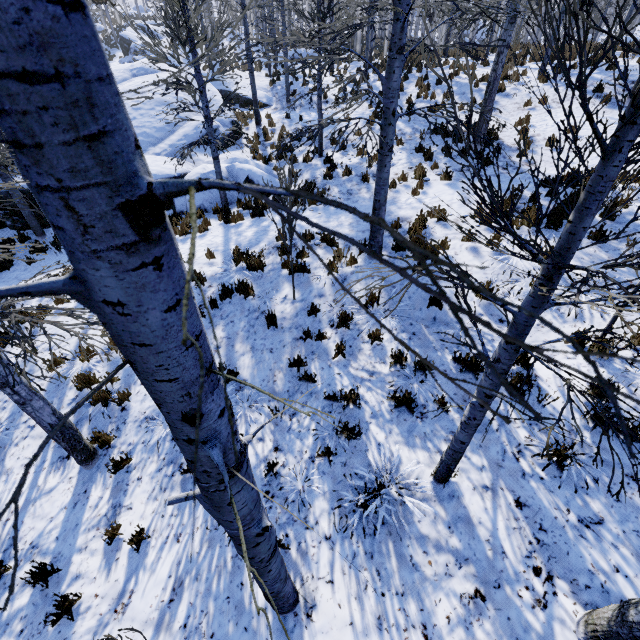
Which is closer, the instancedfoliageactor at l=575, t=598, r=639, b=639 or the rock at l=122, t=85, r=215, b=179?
the instancedfoliageactor at l=575, t=598, r=639, b=639

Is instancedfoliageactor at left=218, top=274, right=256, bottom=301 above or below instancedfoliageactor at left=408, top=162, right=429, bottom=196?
below

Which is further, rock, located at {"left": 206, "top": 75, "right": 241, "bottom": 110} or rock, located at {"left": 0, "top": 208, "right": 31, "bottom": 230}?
rock, located at {"left": 206, "top": 75, "right": 241, "bottom": 110}

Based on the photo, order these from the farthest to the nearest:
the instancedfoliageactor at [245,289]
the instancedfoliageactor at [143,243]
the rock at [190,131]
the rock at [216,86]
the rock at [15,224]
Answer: the rock at [216,86]
the rock at [190,131]
the rock at [15,224]
the instancedfoliageactor at [245,289]
the instancedfoliageactor at [143,243]

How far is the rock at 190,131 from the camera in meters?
11.0

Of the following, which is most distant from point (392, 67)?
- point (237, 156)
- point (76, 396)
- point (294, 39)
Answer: point (237, 156)

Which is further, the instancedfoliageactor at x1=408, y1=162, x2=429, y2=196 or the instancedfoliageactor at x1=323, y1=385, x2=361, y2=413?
the instancedfoliageactor at x1=408, y1=162, x2=429, y2=196

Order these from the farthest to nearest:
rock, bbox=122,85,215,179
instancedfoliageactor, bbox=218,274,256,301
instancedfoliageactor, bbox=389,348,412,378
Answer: rock, bbox=122,85,215,179, instancedfoliageactor, bbox=218,274,256,301, instancedfoliageactor, bbox=389,348,412,378
